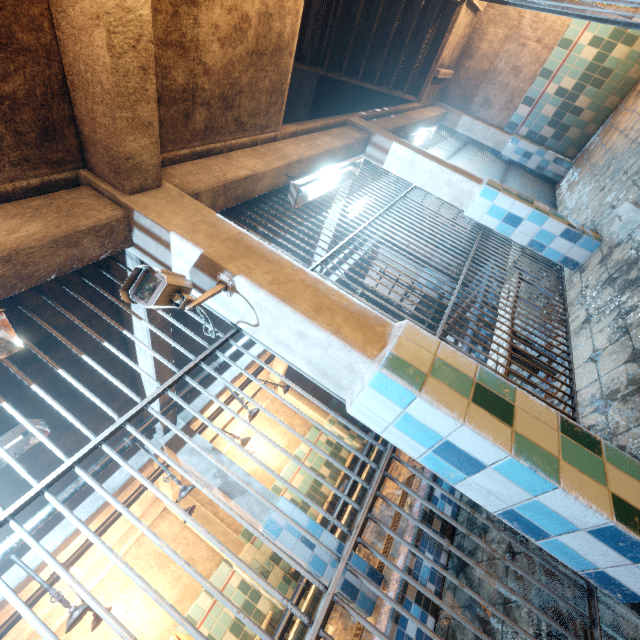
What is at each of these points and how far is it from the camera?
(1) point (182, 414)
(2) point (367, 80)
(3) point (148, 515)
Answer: (1) ceiling beam, 3.8 meters
(2) stair, 5.6 meters
(3) ceiling beam, 5.3 meters

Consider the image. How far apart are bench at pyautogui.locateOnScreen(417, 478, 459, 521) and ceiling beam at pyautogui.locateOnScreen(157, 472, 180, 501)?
2.4m

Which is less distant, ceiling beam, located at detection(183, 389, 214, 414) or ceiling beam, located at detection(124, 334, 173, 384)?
ceiling beam, located at detection(124, 334, 173, 384)

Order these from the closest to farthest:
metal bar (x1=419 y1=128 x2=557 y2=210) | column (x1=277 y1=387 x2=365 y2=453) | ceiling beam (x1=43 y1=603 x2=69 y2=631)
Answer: ceiling beam (x1=43 y1=603 x2=69 y2=631), metal bar (x1=419 y1=128 x2=557 y2=210), column (x1=277 y1=387 x2=365 y2=453)

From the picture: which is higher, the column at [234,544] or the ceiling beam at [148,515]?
the ceiling beam at [148,515]

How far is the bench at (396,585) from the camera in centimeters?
212cm

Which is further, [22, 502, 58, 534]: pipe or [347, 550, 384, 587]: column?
[347, 550, 384, 587]: column

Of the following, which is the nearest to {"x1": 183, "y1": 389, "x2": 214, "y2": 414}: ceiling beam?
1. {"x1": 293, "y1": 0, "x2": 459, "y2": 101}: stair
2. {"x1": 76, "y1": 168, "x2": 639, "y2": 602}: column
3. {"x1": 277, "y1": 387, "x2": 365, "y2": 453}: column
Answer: {"x1": 76, "y1": 168, "x2": 639, "y2": 602}: column
